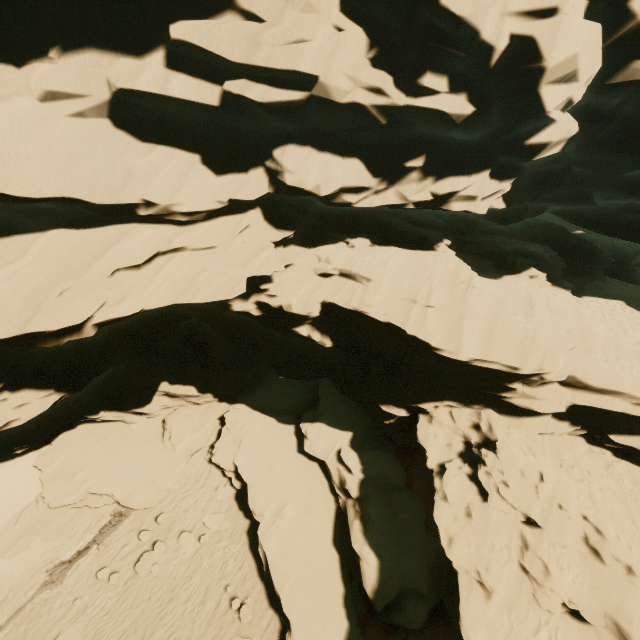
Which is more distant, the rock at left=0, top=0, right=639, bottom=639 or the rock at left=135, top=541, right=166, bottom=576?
the rock at left=135, top=541, right=166, bottom=576

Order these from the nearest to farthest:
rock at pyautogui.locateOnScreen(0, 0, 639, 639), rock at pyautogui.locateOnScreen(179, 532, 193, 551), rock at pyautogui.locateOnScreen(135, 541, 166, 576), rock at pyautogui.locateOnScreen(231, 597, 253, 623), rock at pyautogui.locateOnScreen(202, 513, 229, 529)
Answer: rock at pyautogui.locateOnScreen(0, 0, 639, 639)
rock at pyautogui.locateOnScreen(231, 597, 253, 623)
rock at pyautogui.locateOnScreen(135, 541, 166, 576)
rock at pyautogui.locateOnScreen(179, 532, 193, 551)
rock at pyautogui.locateOnScreen(202, 513, 229, 529)

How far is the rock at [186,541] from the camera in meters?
14.1 m

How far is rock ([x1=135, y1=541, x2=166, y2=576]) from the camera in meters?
13.5

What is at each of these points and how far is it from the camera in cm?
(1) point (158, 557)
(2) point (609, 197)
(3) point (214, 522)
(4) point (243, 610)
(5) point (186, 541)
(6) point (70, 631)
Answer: (1) rock, 1391
(2) rock, 1522
(3) rock, 1480
(4) rock, 1182
(5) rock, 1430
(6) rock, 1230
